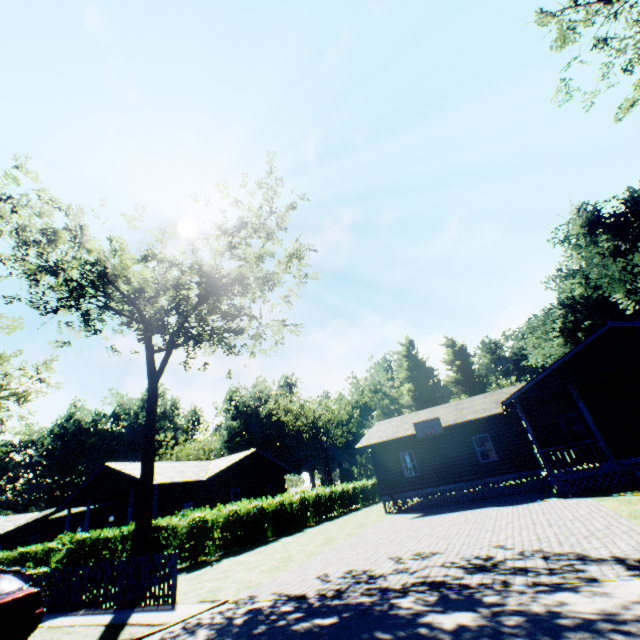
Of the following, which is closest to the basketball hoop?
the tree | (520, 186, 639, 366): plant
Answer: the tree

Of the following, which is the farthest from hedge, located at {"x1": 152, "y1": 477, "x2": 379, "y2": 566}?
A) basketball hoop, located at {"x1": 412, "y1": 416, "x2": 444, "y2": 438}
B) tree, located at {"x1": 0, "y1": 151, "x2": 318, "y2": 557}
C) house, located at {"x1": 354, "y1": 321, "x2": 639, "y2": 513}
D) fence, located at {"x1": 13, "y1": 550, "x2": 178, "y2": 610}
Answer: basketball hoop, located at {"x1": 412, "y1": 416, "x2": 444, "y2": 438}

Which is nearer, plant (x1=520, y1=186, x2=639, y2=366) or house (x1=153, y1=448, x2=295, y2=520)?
house (x1=153, y1=448, x2=295, y2=520)

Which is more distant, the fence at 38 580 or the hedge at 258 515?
the hedge at 258 515

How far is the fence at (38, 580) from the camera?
9.6m

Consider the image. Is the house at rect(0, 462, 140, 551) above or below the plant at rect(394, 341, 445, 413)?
below

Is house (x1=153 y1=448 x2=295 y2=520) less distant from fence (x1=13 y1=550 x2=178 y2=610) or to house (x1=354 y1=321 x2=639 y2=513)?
fence (x1=13 y1=550 x2=178 y2=610)

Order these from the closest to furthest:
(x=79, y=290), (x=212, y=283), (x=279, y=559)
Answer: (x=279, y=559) → (x=212, y=283) → (x=79, y=290)
